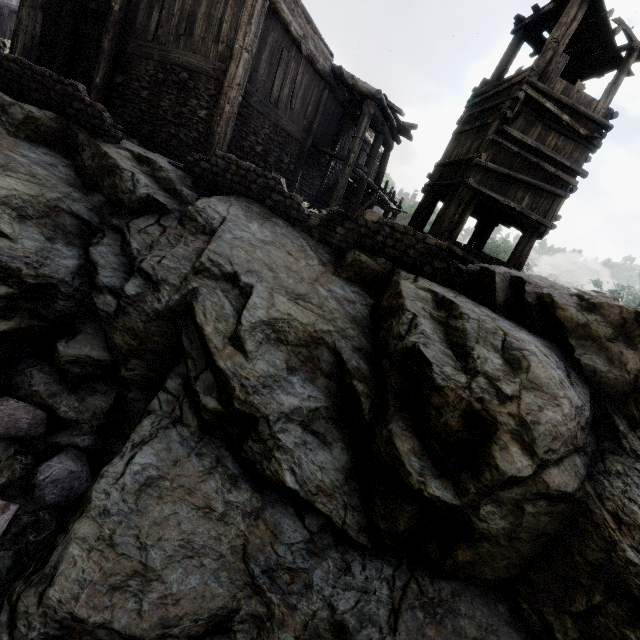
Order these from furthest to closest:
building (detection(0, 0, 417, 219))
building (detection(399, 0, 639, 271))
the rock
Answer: building (detection(399, 0, 639, 271))
building (detection(0, 0, 417, 219))
the rock

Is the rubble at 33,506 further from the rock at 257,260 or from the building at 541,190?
the building at 541,190

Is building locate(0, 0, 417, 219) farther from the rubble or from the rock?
the rubble

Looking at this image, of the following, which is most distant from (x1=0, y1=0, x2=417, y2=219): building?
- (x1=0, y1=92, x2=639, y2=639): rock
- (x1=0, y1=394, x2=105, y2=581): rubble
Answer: (x1=0, y1=394, x2=105, y2=581): rubble

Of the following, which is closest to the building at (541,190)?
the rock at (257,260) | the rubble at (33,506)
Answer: the rock at (257,260)

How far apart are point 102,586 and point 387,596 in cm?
321
